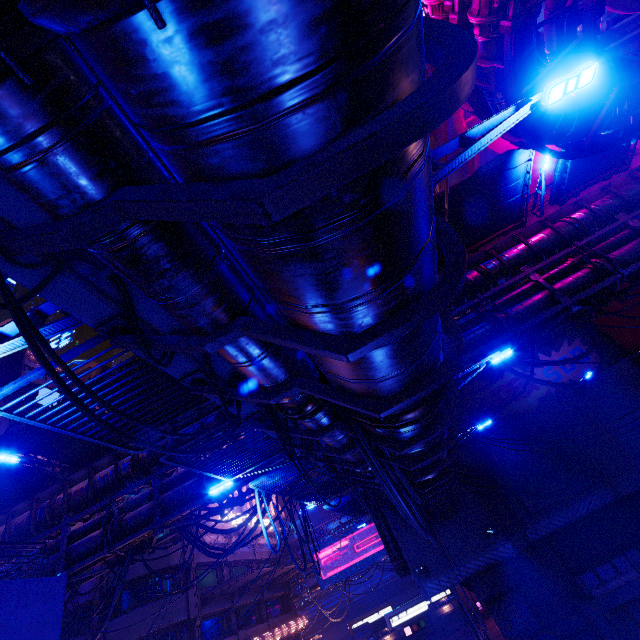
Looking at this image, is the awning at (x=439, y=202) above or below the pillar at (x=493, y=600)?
above

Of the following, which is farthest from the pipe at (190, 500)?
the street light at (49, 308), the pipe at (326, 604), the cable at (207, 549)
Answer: the street light at (49, 308)

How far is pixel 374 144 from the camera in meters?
1.5 m

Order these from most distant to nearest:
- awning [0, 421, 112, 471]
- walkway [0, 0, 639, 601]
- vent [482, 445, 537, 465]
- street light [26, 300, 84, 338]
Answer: vent [482, 445, 537, 465] → awning [0, 421, 112, 471] → street light [26, 300, 84, 338] → walkway [0, 0, 639, 601]

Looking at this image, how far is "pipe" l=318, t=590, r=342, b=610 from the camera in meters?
52.3

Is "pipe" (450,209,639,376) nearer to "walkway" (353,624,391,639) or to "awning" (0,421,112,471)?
"awning" (0,421,112,471)

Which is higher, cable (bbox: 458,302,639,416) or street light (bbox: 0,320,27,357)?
cable (bbox: 458,302,639,416)

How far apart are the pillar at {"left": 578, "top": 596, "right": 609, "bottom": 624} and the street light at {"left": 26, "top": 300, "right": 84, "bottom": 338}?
25.0 meters
